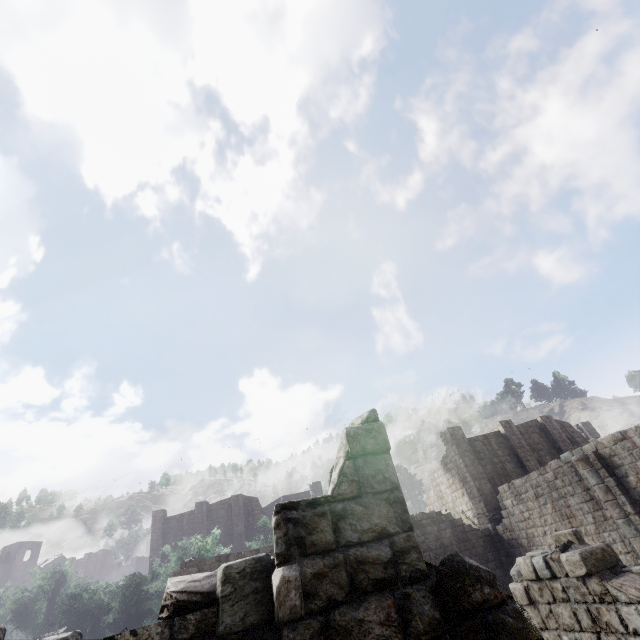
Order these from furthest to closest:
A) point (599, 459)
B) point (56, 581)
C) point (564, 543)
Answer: point (56, 581) < point (599, 459) < point (564, 543)
